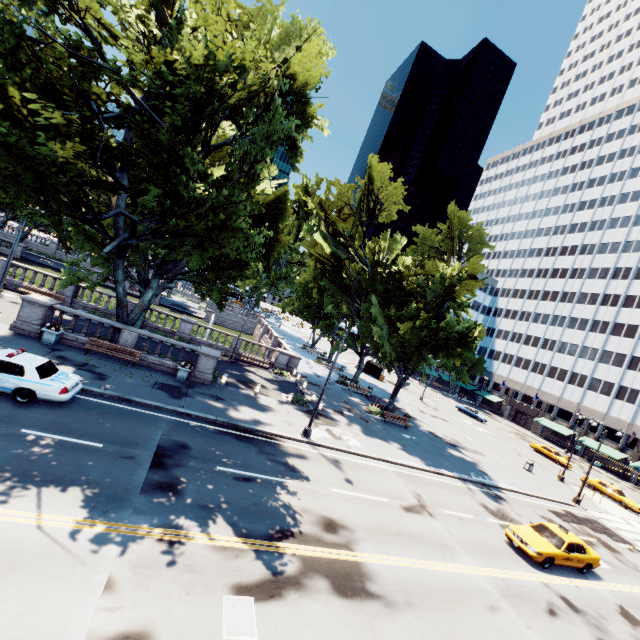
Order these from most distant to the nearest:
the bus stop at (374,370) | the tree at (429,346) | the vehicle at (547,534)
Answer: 1. the bus stop at (374,370)
2. the vehicle at (547,534)
3. the tree at (429,346)

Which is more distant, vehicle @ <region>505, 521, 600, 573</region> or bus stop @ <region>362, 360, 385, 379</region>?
bus stop @ <region>362, 360, 385, 379</region>

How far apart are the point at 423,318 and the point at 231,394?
15.6 meters

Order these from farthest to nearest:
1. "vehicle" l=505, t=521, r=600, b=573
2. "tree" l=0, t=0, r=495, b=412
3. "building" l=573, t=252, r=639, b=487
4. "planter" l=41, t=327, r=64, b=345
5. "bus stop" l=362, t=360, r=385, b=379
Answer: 1. "bus stop" l=362, t=360, r=385, b=379
2. "building" l=573, t=252, r=639, b=487
3. "planter" l=41, t=327, r=64, b=345
4. "vehicle" l=505, t=521, r=600, b=573
5. "tree" l=0, t=0, r=495, b=412

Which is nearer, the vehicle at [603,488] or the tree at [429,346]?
the tree at [429,346]

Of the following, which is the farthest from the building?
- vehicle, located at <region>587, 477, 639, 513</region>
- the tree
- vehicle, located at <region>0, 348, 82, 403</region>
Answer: vehicle, located at <region>0, 348, 82, 403</region>

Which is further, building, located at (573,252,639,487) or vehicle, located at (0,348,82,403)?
building, located at (573,252,639,487)

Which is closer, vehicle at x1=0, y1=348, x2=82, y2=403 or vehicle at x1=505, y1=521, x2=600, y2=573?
vehicle at x1=0, y1=348, x2=82, y2=403
